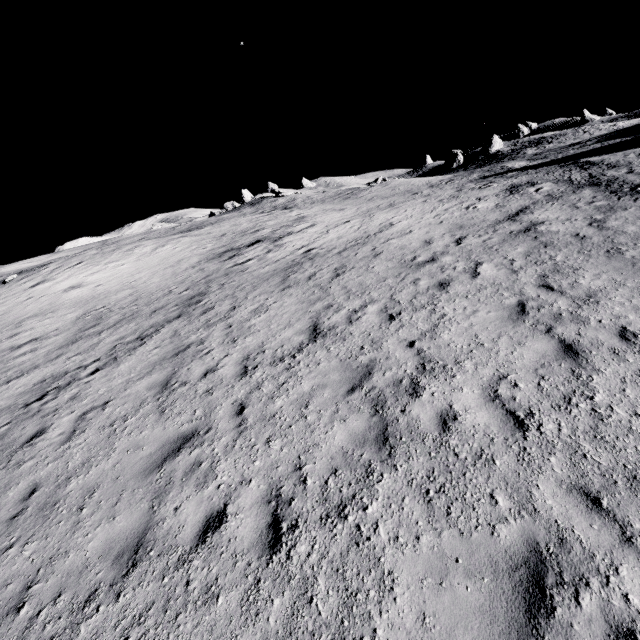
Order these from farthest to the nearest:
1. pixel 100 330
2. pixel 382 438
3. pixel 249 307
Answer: pixel 100 330, pixel 249 307, pixel 382 438
